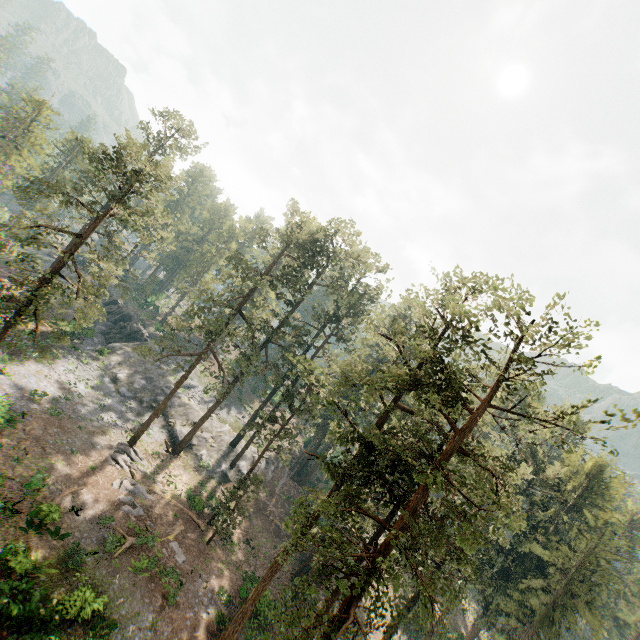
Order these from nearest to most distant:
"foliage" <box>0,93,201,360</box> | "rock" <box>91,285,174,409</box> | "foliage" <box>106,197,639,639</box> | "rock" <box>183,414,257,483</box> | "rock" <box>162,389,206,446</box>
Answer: "foliage" <box>106,197,639,639</box> < "foliage" <box>0,93,201,360</box> < "rock" <box>183,414,257,483</box> < "rock" <box>162,389,206,446</box> < "rock" <box>91,285,174,409</box>

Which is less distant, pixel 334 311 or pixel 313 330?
pixel 334 311

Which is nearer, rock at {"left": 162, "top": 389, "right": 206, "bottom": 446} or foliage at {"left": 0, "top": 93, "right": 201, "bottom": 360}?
foliage at {"left": 0, "top": 93, "right": 201, "bottom": 360}

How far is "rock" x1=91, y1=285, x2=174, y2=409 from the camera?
40.7m

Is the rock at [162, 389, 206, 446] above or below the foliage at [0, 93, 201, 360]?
below

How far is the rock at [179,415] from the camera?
38.8 meters

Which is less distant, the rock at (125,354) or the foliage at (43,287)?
the foliage at (43,287)
